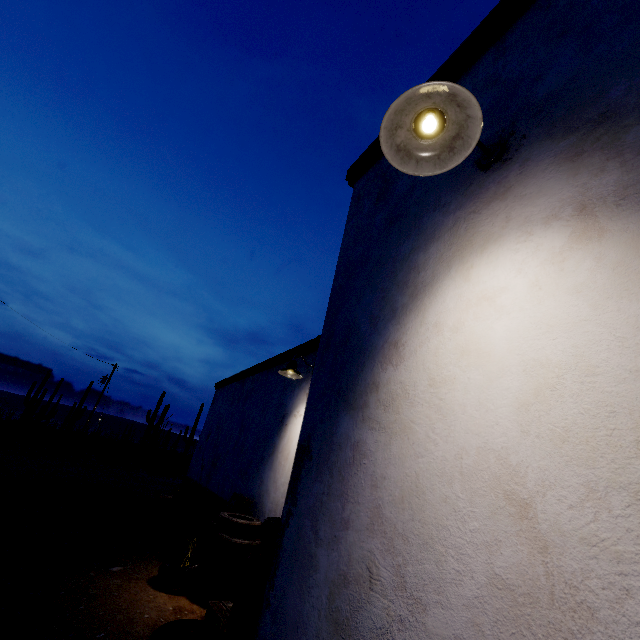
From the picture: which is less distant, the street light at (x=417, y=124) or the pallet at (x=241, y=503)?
the street light at (x=417, y=124)

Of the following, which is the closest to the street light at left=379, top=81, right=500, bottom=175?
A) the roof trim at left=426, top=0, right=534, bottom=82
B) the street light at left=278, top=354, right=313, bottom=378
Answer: the roof trim at left=426, top=0, right=534, bottom=82

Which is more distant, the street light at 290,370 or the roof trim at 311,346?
the roof trim at 311,346

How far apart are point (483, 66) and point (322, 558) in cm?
341

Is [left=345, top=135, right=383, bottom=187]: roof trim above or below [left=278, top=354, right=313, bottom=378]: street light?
above

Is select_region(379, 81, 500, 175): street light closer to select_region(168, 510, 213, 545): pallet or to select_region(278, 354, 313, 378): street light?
select_region(278, 354, 313, 378): street light

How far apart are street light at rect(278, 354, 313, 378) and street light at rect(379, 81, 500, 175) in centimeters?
444cm

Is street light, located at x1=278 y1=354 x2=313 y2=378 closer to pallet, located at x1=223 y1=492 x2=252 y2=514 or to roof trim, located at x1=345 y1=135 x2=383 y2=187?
roof trim, located at x1=345 y1=135 x2=383 y2=187
